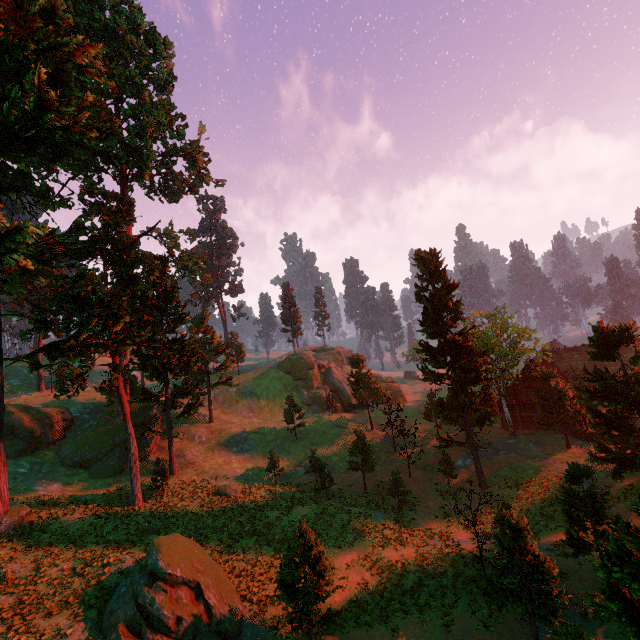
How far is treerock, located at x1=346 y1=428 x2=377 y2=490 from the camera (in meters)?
33.28

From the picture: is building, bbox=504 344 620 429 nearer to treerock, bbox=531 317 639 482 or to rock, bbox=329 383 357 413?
treerock, bbox=531 317 639 482

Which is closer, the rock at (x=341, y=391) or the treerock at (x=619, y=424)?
the treerock at (x=619, y=424)

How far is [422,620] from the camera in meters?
16.9 m

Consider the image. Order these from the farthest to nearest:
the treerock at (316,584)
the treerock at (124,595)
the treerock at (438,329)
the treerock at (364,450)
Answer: the treerock at (364,450) < the treerock at (438,329) < the treerock at (316,584) < the treerock at (124,595)

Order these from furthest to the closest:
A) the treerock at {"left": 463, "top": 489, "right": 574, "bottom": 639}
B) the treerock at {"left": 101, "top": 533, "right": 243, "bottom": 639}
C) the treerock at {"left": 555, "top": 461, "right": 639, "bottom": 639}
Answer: the treerock at {"left": 101, "top": 533, "right": 243, "bottom": 639} → the treerock at {"left": 463, "top": 489, "right": 574, "bottom": 639} → the treerock at {"left": 555, "top": 461, "right": 639, "bottom": 639}

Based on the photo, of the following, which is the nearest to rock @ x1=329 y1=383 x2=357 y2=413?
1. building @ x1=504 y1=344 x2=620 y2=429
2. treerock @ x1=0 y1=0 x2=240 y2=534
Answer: treerock @ x1=0 y1=0 x2=240 y2=534
